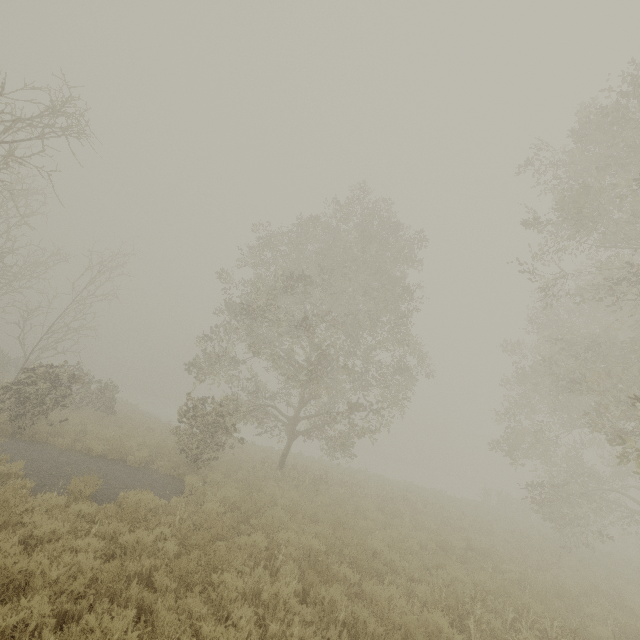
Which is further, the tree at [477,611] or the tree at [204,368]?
the tree at [204,368]

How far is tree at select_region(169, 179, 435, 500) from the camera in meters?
13.5

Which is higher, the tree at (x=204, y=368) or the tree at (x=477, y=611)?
the tree at (x=204, y=368)

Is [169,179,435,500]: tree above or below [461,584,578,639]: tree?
above

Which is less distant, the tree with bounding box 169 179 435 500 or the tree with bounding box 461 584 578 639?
the tree with bounding box 461 584 578 639

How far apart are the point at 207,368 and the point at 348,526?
9.7 meters
